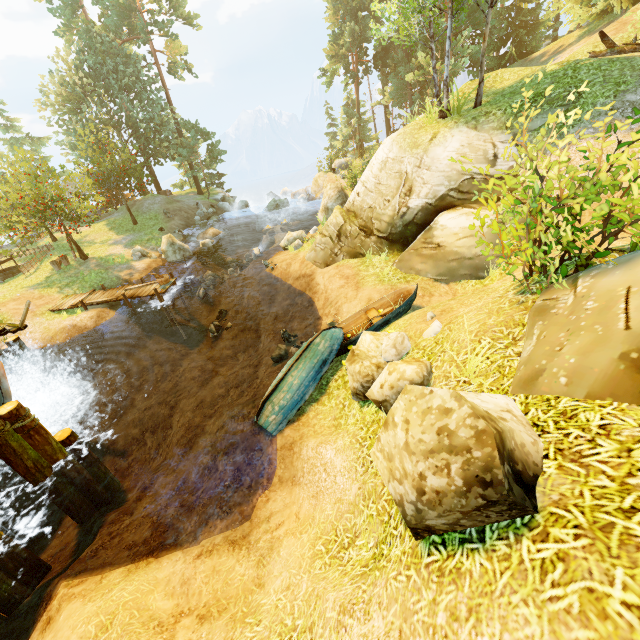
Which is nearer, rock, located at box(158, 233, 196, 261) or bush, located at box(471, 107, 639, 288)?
bush, located at box(471, 107, 639, 288)

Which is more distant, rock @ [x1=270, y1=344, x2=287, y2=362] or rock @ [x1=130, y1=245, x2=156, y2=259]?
rock @ [x1=130, y1=245, x2=156, y2=259]

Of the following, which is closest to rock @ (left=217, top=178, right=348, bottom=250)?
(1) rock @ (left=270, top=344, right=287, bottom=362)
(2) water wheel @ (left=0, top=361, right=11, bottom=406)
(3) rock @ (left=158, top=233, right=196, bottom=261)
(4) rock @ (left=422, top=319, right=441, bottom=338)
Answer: (3) rock @ (left=158, top=233, right=196, bottom=261)

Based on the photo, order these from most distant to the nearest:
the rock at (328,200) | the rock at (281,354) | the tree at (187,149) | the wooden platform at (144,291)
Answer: the tree at (187,149)
the rock at (328,200)
the wooden platform at (144,291)
the rock at (281,354)

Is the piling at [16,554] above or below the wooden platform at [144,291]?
below

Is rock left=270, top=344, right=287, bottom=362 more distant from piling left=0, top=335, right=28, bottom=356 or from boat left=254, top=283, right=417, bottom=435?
piling left=0, top=335, right=28, bottom=356

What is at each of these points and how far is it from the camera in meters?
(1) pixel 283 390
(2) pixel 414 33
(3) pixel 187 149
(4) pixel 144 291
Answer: (1) boat, 8.9
(2) tree, 14.6
(3) tree, 33.8
(4) wooden platform, 17.5

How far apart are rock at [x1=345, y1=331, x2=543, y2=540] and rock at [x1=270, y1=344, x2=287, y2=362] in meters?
7.6 m
